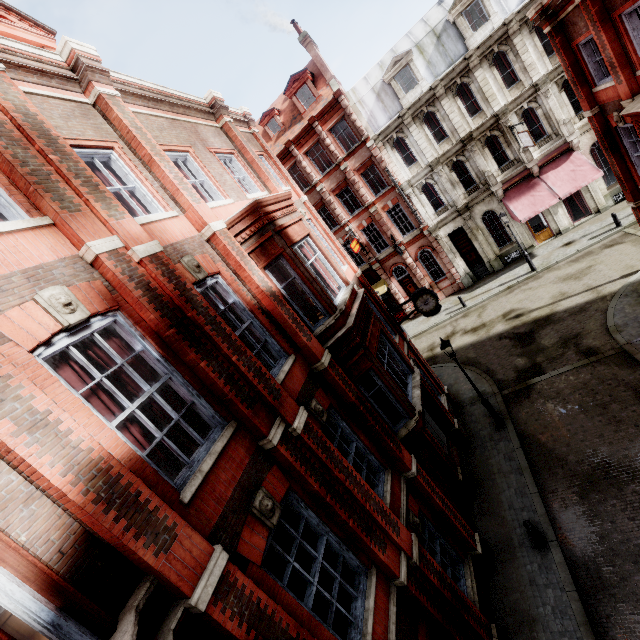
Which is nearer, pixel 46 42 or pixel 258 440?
pixel 258 440

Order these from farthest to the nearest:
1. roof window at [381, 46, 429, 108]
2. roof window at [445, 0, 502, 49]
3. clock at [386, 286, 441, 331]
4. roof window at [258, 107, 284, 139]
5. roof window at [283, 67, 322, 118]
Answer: roof window at [258, 107, 284, 139] < roof window at [283, 67, 322, 118] < roof window at [381, 46, 429, 108] < roof window at [445, 0, 502, 49] < clock at [386, 286, 441, 331]

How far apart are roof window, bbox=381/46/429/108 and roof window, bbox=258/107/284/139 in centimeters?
856cm

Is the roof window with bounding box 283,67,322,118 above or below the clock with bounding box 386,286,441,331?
above

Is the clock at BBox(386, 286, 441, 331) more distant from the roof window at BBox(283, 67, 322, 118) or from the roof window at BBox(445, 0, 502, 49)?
the roof window at BBox(445, 0, 502, 49)

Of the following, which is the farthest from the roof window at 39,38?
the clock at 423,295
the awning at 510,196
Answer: the awning at 510,196

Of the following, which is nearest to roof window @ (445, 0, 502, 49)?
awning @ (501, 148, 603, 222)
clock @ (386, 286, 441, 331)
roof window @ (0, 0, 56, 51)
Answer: awning @ (501, 148, 603, 222)

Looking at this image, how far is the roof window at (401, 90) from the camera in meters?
22.3 m
